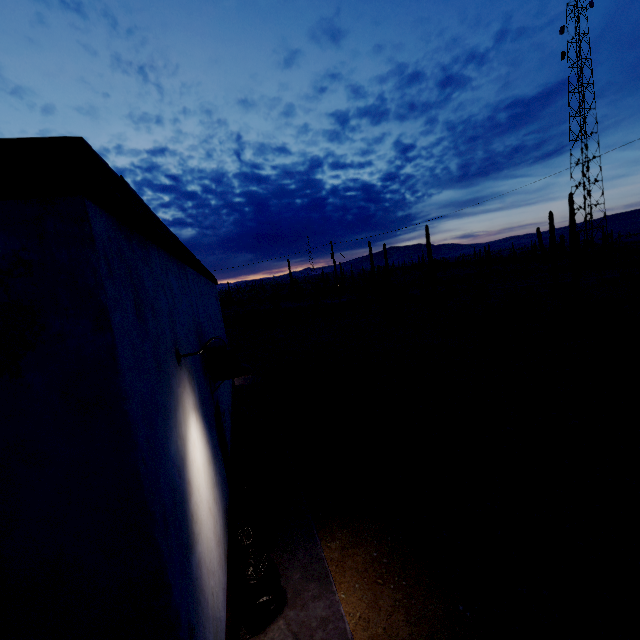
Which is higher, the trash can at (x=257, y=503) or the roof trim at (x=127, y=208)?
the roof trim at (x=127, y=208)

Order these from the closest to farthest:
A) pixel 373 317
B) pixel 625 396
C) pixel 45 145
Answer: pixel 45 145 < pixel 625 396 < pixel 373 317

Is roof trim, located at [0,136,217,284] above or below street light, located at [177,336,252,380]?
above

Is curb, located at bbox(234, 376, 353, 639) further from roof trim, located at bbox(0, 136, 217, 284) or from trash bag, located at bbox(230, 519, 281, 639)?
roof trim, located at bbox(0, 136, 217, 284)

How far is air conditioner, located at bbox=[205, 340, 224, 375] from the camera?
5.6m

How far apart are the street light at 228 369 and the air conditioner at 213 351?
1.98m

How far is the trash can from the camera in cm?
494

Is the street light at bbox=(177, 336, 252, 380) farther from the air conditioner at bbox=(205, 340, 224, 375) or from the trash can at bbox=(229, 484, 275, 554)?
the trash can at bbox=(229, 484, 275, 554)
